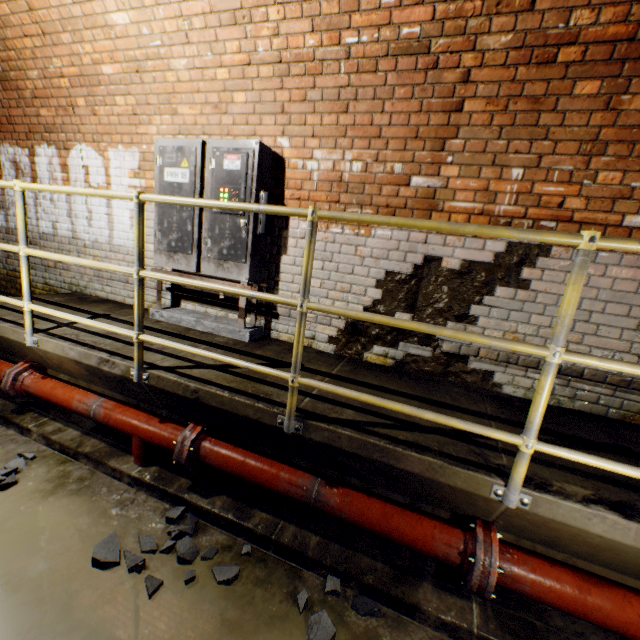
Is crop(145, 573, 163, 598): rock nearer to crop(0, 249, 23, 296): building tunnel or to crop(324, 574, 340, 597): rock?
crop(0, 249, 23, 296): building tunnel

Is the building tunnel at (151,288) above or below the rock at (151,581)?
above

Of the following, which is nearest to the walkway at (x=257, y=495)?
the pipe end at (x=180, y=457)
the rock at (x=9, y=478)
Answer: the pipe end at (x=180, y=457)

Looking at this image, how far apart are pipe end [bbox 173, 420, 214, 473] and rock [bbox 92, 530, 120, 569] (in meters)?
0.27

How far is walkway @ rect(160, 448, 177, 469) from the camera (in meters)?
2.61

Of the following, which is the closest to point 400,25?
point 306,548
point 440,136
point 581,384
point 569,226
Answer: point 440,136

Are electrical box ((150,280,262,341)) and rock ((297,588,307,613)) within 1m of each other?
no

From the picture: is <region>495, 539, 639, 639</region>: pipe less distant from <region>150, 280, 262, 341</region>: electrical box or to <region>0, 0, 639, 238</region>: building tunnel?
<region>0, 0, 639, 238</region>: building tunnel
